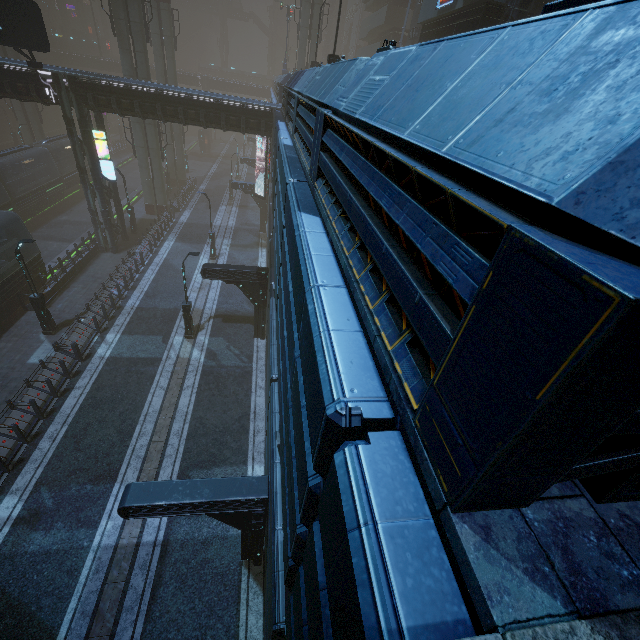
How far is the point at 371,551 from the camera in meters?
1.5

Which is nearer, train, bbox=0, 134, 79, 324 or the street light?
the street light

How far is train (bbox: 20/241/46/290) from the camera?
20.4 meters

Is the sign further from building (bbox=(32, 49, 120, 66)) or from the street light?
the street light

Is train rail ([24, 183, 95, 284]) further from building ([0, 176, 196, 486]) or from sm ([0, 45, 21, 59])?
sm ([0, 45, 21, 59])

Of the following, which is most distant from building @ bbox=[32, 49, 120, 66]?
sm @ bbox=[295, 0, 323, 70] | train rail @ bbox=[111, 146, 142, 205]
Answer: sm @ bbox=[295, 0, 323, 70]

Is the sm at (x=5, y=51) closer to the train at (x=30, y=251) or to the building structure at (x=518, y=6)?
the train at (x=30, y=251)

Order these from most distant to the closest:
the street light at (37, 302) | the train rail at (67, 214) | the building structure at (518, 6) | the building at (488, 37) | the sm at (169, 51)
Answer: the train rail at (67, 214) → the sm at (169, 51) → the street light at (37, 302) → the building structure at (518, 6) → the building at (488, 37)
